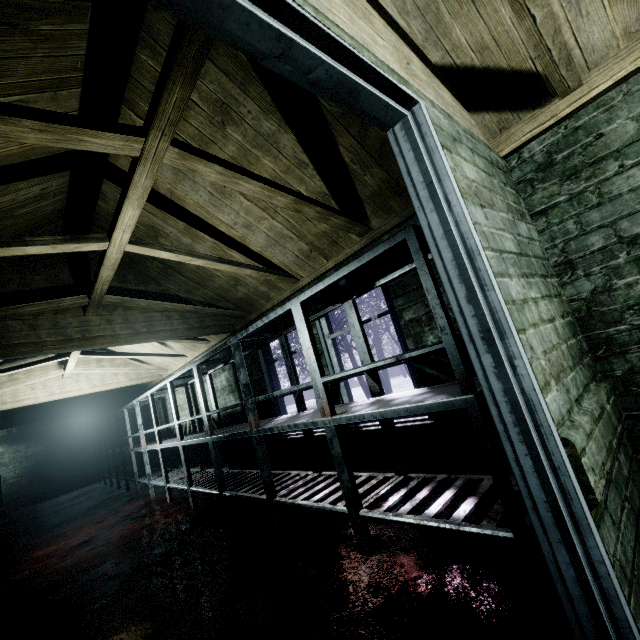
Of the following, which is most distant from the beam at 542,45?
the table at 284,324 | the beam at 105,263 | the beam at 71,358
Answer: the beam at 71,358

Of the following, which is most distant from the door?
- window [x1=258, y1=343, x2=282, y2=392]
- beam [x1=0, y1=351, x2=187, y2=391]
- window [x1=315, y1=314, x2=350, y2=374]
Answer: beam [x1=0, y1=351, x2=187, y2=391]

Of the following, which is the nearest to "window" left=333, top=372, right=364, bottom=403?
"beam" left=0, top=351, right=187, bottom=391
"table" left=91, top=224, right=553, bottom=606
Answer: "table" left=91, top=224, right=553, bottom=606

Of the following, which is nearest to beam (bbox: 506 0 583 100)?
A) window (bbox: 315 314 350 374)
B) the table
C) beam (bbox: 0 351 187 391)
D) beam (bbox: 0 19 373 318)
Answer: beam (bbox: 0 19 373 318)

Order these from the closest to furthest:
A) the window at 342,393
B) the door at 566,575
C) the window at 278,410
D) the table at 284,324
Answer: the door at 566,575 < the table at 284,324 < the window at 342,393 < the window at 278,410

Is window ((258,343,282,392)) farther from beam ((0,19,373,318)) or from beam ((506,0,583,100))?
beam ((506,0,583,100))

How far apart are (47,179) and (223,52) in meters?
1.6 m

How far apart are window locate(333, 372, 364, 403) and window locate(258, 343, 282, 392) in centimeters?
22cm
